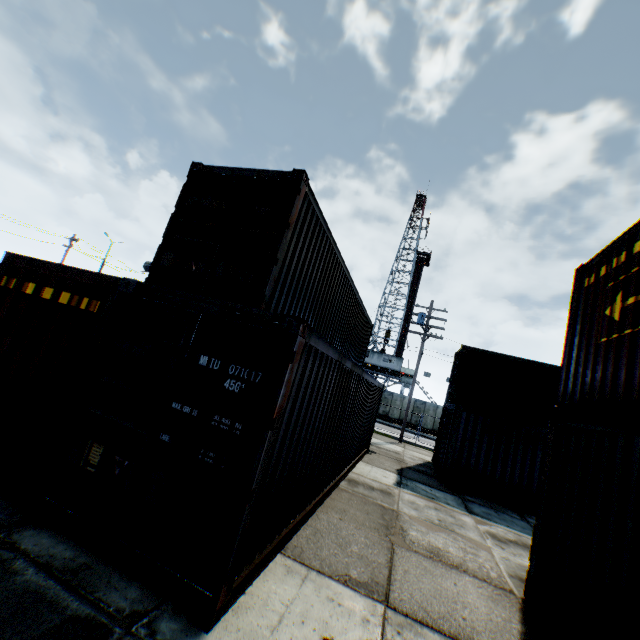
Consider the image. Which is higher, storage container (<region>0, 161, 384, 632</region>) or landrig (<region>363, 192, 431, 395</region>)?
landrig (<region>363, 192, 431, 395</region>)

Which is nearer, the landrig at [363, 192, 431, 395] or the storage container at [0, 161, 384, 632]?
the storage container at [0, 161, 384, 632]

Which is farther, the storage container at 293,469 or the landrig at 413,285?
the landrig at 413,285

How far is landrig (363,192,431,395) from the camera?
42.1 meters

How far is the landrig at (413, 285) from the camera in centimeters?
4212cm

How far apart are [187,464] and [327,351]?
2.3m
